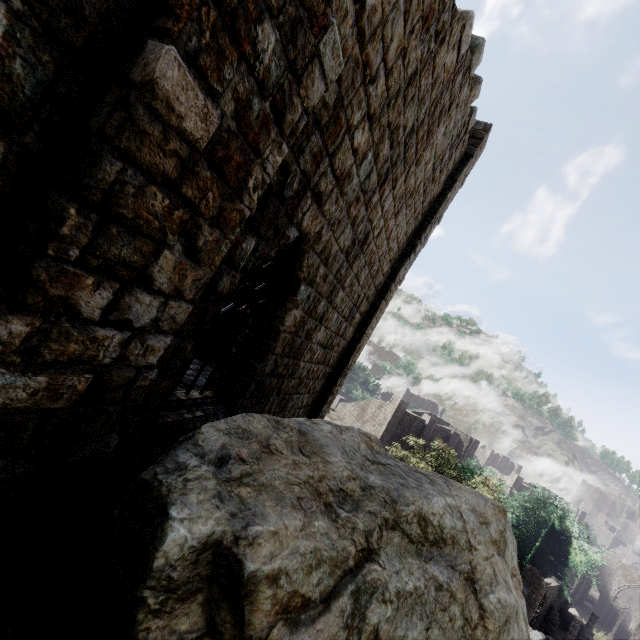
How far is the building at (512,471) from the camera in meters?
52.0 m

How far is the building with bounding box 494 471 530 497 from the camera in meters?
52.0 m

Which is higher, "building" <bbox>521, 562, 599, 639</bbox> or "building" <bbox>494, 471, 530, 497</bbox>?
"building" <bbox>494, 471, 530, 497</bbox>

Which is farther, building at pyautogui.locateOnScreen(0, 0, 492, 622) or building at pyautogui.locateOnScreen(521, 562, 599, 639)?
building at pyautogui.locateOnScreen(521, 562, 599, 639)

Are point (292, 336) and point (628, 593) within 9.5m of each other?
no

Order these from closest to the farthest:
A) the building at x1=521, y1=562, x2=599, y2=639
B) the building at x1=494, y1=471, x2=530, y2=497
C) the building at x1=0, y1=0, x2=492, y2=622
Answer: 1. the building at x1=0, y1=0, x2=492, y2=622
2. the building at x1=521, y1=562, x2=599, y2=639
3. the building at x1=494, y1=471, x2=530, y2=497

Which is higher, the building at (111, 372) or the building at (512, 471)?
Answer: the building at (111, 372)
